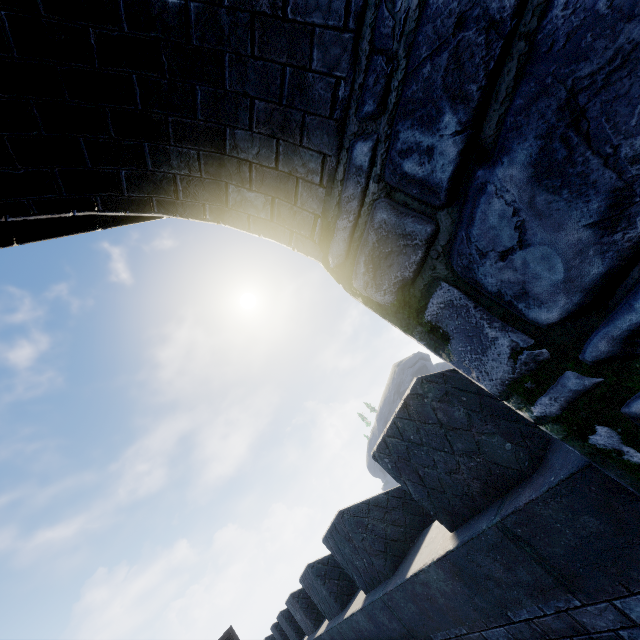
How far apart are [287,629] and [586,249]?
14.0m
